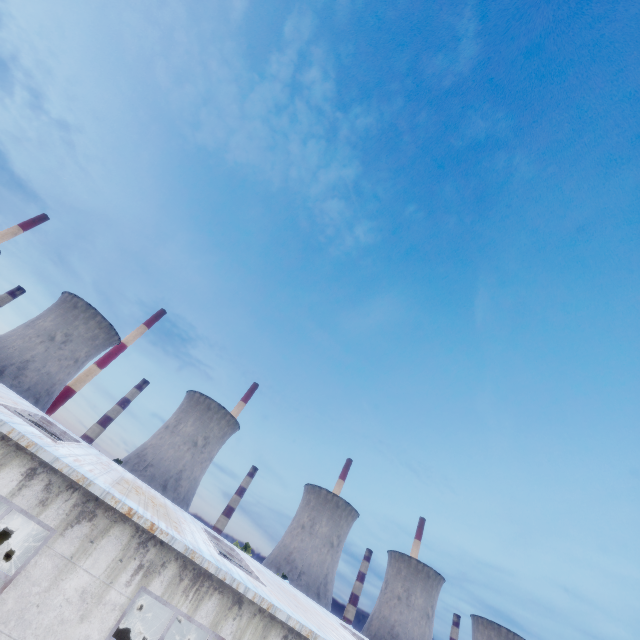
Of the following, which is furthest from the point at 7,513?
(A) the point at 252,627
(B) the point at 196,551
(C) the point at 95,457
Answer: (A) the point at 252,627
